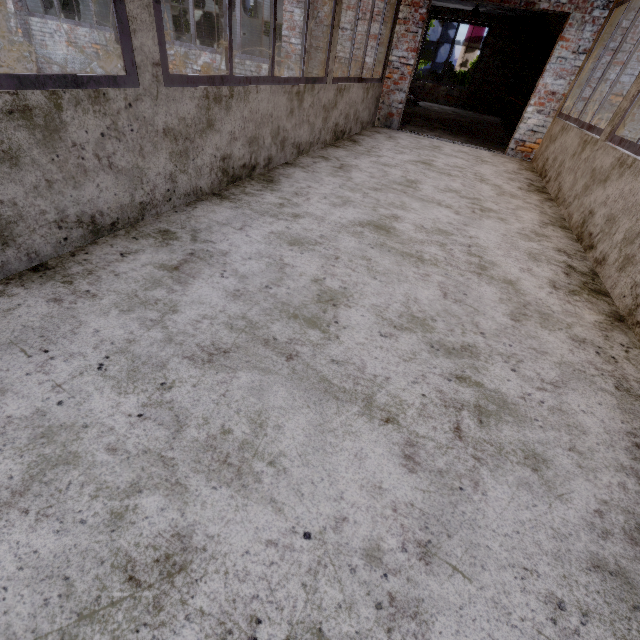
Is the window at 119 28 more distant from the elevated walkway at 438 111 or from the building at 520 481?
the elevated walkway at 438 111

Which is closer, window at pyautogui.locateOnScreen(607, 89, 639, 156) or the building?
the building

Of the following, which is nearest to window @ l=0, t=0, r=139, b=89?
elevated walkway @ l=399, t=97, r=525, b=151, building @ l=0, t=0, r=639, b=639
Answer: building @ l=0, t=0, r=639, b=639

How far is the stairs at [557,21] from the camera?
10.6 meters

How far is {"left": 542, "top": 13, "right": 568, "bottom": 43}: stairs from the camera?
10.56m

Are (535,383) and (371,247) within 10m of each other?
yes

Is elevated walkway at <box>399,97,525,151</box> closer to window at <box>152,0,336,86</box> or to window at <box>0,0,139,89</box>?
window at <box>152,0,336,86</box>

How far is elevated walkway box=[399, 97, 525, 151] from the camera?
7.7m
